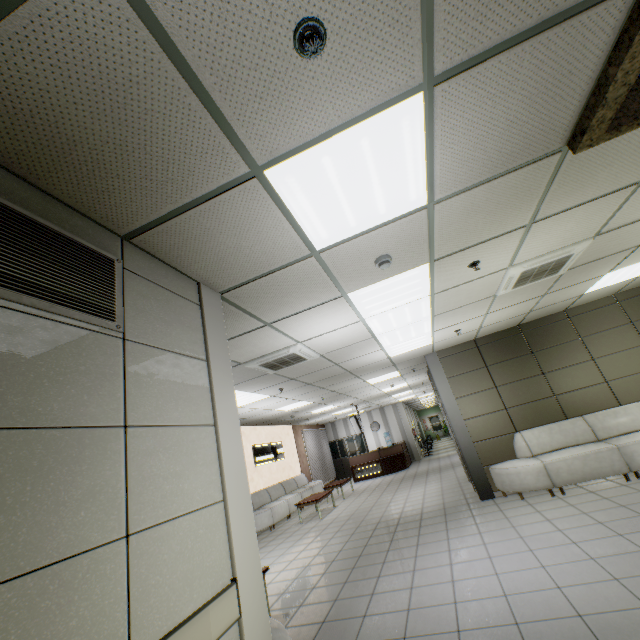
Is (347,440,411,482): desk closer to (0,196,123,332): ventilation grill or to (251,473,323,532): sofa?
(251,473,323,532): sofa

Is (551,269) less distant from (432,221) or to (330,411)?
(432,221)

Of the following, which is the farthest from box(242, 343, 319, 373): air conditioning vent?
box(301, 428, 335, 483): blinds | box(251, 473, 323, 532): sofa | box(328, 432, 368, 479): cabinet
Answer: box(328, 432, 368, 479): cabinet

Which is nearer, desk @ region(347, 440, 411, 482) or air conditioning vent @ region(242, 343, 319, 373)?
air conditioning vent @ region(242, 343, 319, 373)

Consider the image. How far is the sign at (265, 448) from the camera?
11.7 meters

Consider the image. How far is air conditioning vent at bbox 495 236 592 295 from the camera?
4.0 meters

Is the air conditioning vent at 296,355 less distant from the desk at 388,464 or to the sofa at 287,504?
the sofa at 287,504

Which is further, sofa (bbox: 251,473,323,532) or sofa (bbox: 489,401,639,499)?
sofa (bbox: 251,473,323,532)
